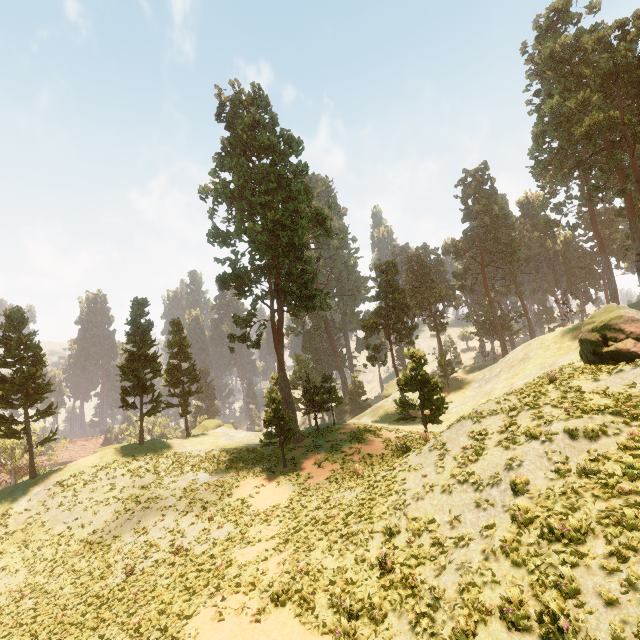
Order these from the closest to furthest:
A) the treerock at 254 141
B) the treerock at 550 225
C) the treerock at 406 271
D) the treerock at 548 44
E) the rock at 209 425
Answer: the treerock at 548 44
the treerock at 406 271
the treerock at 254 141
the rock at 209 425
the treerock at 550 225

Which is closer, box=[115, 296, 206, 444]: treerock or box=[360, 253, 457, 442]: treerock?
box=[360, 253, 457, 442]: treerock

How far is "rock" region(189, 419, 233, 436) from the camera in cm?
4774

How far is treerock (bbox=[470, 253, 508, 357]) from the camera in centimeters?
5597cm

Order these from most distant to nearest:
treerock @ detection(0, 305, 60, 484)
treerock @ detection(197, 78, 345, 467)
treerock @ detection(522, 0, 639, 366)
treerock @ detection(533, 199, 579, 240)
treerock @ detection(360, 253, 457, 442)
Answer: treerock @ detection(533, 199, 579, 240), treerock @ detection(197, 78, 345, 467), treerock @ detection(0, 305, 60, 484), treerock @ detection(360, 253, 457, 442), treerock @ detection(522, 0, 639, 366)

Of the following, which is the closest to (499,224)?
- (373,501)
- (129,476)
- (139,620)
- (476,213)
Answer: → (476,213)

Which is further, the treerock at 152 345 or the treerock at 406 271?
the treerock at 152 345
